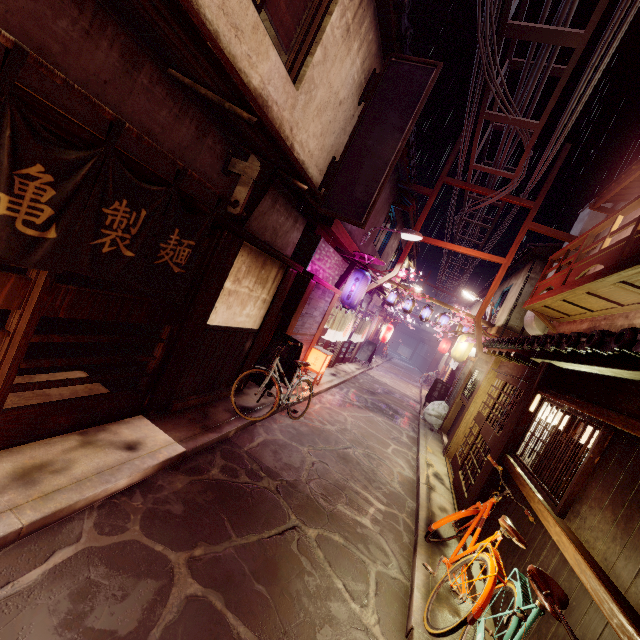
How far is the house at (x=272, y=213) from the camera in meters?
10.0 m

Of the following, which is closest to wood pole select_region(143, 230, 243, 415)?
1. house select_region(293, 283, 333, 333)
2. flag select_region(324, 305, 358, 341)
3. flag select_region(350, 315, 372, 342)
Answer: house select_region(293, 283, 333, 333)

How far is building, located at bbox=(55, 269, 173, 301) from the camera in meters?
12.5 m

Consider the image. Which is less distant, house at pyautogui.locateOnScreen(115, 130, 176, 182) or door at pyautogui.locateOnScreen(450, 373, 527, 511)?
house at pyautogui.locateOnScreen(115, 130, 176, 182)

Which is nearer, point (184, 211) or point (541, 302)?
point (184, 211)

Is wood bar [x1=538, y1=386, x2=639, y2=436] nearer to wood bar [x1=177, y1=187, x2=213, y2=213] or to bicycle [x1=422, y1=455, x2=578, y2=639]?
bicycle [x1=422, y1=455, x2=578, y2=639]

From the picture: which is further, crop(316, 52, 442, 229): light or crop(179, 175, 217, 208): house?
crop(316, 52, 442, 229): light

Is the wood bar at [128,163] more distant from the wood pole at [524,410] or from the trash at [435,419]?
the trash at [435,419]
